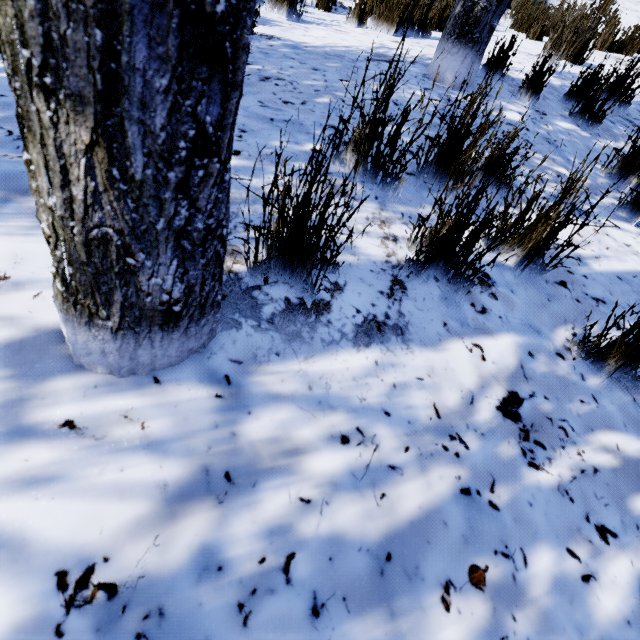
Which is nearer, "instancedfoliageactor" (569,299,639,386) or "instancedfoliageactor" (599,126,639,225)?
"instancedfoliageactor" (569,299,639,386)

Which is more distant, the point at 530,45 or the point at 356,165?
the point at 530,45

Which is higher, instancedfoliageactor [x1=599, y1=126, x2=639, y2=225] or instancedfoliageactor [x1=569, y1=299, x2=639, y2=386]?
instancedfoliageactor [x1=599, y1=126, x2=639, y2=225]

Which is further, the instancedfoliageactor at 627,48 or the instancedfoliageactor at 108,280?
the instancedfoliageactor at 627,48

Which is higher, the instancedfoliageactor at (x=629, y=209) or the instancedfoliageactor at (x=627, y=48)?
the instancedfoliageactor at (x=627, y=48)

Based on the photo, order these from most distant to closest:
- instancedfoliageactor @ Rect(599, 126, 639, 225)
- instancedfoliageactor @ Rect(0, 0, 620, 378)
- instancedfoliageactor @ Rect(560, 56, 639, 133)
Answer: instancedfoliageactor @ Rect(560, 56, 639, 133) < instancedfoliageactor @ Rect(599, 126, 639, 225) < instancedfoliageactor @ Rect(0, 0, 620, 378)

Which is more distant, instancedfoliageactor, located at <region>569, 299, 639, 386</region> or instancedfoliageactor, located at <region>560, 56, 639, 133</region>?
instancedfoliageactor, located at <region>560, 56, 639, 133</region>
